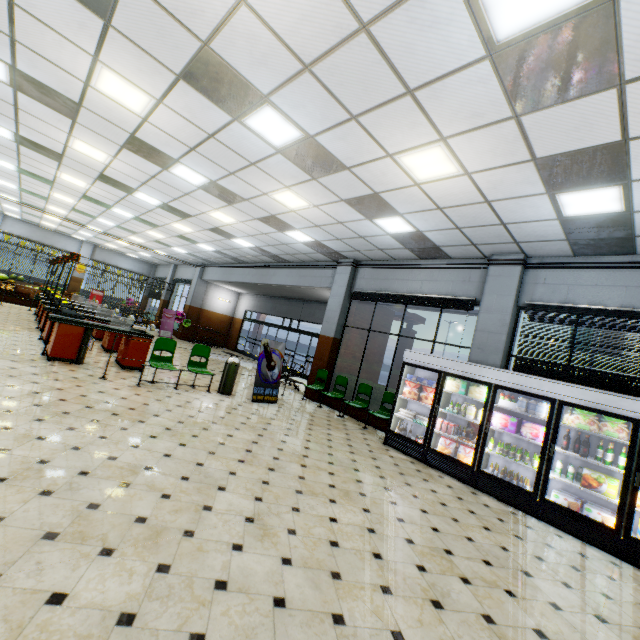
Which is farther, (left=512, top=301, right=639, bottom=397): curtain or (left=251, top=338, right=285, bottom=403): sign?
(left=251, top=338, right=285, bottom=403): sign

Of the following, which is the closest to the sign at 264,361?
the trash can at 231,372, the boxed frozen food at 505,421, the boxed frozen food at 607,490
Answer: the trash can at 231,372

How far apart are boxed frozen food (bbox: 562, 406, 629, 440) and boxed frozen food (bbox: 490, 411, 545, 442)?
0.82m

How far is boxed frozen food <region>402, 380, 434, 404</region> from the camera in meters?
7.2 m

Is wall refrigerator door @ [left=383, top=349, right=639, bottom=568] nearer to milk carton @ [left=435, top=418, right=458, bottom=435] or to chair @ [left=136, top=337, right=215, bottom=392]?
milk carton @ [left=435, top=418, right=458, bottom=435]

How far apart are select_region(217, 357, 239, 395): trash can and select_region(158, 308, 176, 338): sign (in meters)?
11.63

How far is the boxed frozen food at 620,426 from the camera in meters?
5.1

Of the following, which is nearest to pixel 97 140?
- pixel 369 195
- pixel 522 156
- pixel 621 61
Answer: pixel 369 195
